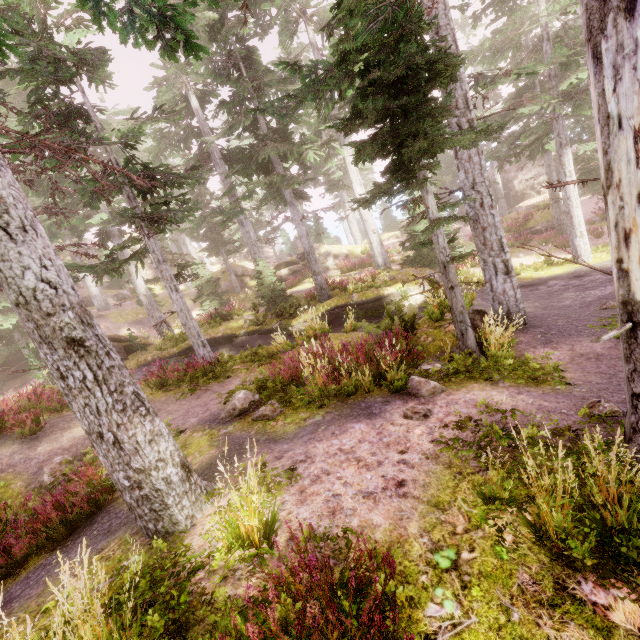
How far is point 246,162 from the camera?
16.5m

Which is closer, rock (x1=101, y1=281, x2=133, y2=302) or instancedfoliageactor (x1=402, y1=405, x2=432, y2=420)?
instancedfoliageactor (x1=402, y1=405, x2=432, y2=420)

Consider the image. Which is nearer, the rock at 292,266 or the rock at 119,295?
the rock at 292,266

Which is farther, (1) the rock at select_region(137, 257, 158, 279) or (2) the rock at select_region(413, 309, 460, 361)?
(1) the rock at select_region(137, 257, 158, 279)

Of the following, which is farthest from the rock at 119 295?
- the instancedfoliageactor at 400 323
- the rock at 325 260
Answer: the rock at 325 260

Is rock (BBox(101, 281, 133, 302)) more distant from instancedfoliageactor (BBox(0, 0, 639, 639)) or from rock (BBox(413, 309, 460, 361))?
rock (BBox(413, 309, 460, 361))

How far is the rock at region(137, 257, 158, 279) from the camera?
46.50m
